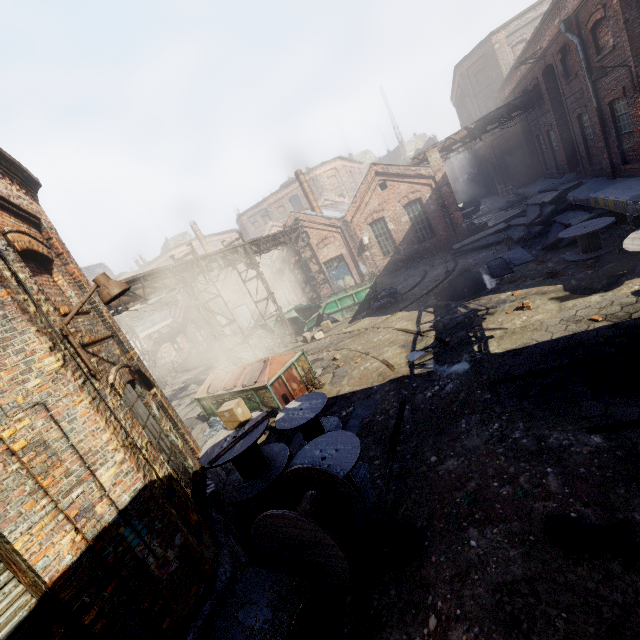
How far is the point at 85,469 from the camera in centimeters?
376cm

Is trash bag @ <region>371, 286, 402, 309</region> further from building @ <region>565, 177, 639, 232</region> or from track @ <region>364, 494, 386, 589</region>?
track @ <region>364, 494, 386, 589</region>

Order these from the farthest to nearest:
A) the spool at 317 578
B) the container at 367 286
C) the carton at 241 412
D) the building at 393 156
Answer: the building at 393 156
the container at 367 286
the carton at 241 412
the spool at 317 578

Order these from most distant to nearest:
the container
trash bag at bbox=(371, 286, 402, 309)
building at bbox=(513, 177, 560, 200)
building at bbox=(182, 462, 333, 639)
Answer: building at bbox=(513, 177, 560, 200), the container, trash bag at bbox=(371, 286, 402, 309), building at bbox=(182, 462, 333, 639)

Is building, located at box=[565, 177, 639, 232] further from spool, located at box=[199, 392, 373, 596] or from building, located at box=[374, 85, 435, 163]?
building, located at box=[374, 85, 435, 163]

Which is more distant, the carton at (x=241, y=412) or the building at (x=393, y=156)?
the building at (x=393, y=156)

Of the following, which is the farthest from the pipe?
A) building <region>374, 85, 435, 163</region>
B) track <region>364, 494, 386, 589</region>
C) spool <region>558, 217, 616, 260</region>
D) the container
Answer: building <region>374, 85, 435, 163</region>

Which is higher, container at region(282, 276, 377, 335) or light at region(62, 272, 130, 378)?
light at region(62, 272, 130, 378)
